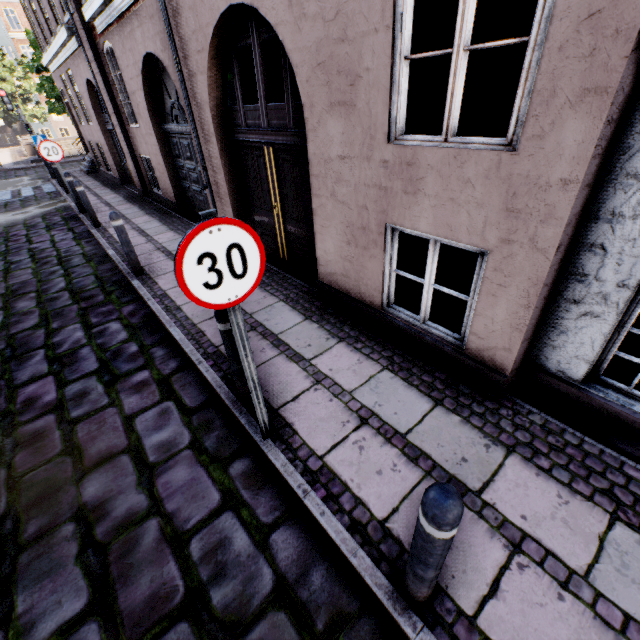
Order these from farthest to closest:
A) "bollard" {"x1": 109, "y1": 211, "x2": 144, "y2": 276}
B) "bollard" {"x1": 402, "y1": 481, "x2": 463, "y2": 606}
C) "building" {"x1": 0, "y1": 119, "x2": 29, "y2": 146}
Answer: "building" {"x1": 0, "y1": 119, "x2": 29, "y2": 146}, "bollard" {"x1": 109, "y1": 211, "x2": 144, "y2": 276}, "bollard" {"x1": 402, "y1": 481, "x2": 463, "y2": 606}

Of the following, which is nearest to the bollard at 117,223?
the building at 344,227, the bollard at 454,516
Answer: the building at 344,227

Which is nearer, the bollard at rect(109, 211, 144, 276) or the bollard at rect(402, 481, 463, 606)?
the bollard at rect(402, 481, 463, 606)

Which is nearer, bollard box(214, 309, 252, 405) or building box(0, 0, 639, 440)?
building box(0, 0, 639, 440)

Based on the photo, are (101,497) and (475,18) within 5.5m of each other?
no

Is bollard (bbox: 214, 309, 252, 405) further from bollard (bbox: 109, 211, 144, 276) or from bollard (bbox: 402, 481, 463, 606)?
bollard (bbox: 109, 211, 144, 276)

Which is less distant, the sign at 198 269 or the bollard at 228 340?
the sign at 198 269

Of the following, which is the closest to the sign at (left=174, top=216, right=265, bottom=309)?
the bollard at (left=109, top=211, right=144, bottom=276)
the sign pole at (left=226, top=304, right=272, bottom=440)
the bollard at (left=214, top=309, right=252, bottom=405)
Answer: the sign pole at (left=226, top=304, right=272, bottom=440)
